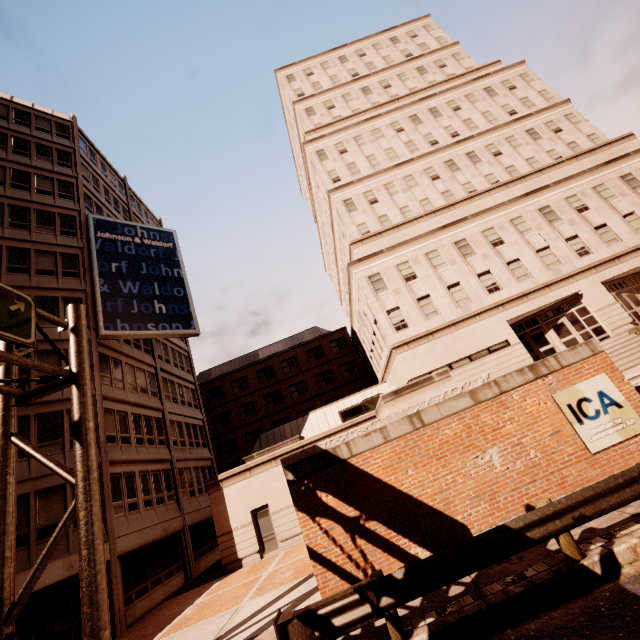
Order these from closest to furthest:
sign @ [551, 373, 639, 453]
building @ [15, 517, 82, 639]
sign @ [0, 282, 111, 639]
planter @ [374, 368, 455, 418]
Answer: sign @ [0, 282, 111, 639], sign @ [551, 373, 639, 453], planter @ [374, 368, 455, 418], building @ [15, 517, 82, 639]

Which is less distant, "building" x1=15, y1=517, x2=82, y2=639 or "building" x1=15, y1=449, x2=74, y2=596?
"building" x1=15, y1=517, x2=82, y2=639

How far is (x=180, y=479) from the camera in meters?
23.8 m

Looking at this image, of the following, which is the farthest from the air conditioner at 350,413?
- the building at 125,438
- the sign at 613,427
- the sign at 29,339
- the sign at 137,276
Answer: the sign at 29,339

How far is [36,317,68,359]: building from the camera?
18.8 meters

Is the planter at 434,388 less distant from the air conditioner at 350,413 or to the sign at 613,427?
the sign at 613,427

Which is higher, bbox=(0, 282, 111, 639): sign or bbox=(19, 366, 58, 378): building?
bbox=(19, 366, 58, 378): building
